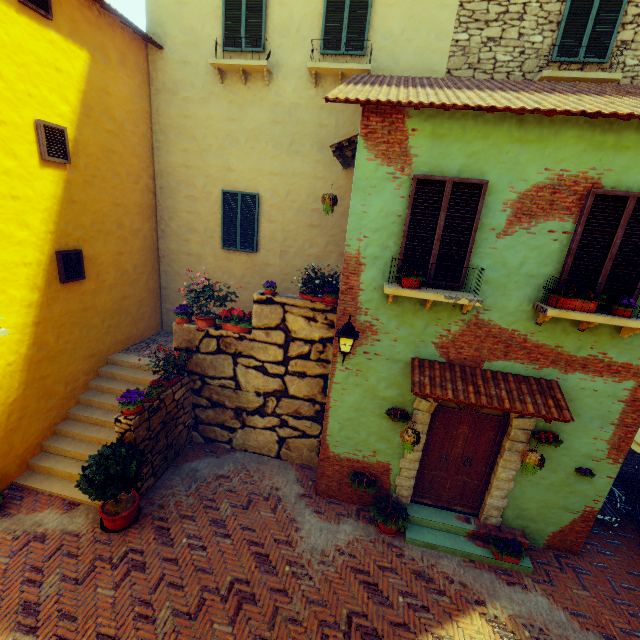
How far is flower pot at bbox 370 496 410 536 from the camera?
6.4m

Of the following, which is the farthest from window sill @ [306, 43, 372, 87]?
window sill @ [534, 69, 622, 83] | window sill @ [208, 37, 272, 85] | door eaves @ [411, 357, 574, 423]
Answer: door eaves @ [411, 357, 574, 423]

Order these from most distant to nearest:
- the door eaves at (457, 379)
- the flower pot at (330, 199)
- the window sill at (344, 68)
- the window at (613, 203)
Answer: the window sill at (344, 68) < the flower pot at (330, 199) < the door eaves at (457, 379) < the window at (613, 203)

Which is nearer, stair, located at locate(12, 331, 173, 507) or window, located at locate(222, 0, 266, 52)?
stair, located at locate(12, 331, 173, 507)

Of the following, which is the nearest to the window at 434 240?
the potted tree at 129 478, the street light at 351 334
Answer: the street light at 351 334

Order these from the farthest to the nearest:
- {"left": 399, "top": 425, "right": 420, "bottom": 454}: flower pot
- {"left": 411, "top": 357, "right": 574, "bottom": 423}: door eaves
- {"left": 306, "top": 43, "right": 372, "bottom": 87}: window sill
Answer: {"left": 306, "top": 43, "right": 372, "bottom": 87}: window sill
{"left": 399, "top": 425, "right": 420, "bottom": 454}: flower pot
{"left": 411, "top": 357, "right": 574, "bottom": 423}: door eaves

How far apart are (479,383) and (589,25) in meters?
8.0

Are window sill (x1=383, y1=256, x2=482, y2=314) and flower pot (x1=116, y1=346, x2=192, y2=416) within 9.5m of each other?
yes
